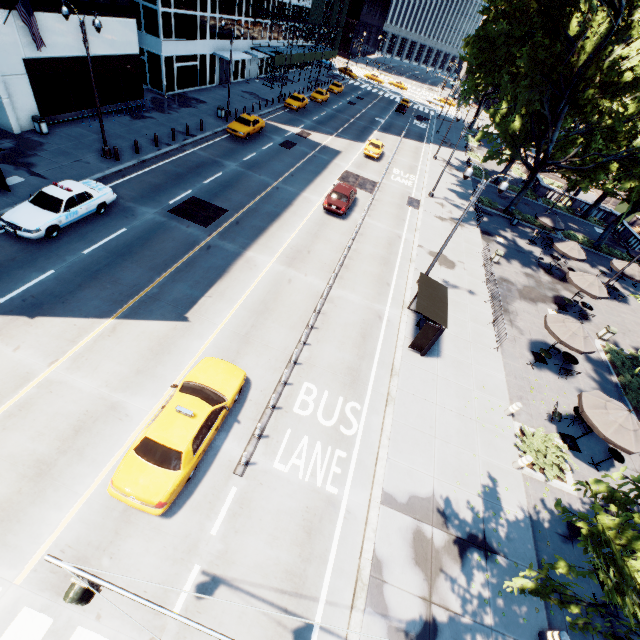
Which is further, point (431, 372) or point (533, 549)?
point (431, 372)

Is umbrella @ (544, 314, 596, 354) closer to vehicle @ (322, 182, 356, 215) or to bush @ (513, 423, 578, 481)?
bush @ (513, 423, 578, 481)

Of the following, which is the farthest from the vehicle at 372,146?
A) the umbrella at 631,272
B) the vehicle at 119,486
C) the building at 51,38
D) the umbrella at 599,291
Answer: the vehicle at 119,486

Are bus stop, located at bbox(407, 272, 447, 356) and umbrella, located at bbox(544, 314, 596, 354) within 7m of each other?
yes

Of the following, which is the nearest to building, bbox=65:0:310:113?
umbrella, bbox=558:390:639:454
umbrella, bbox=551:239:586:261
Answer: umbrella, bbox=551:239:586:261

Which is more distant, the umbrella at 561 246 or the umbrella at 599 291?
the umbrella at 561 246

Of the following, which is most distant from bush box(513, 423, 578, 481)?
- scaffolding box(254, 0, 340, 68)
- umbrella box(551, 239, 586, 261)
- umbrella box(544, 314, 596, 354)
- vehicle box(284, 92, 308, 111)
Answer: scaffolding box(254, 0, 340, 68)

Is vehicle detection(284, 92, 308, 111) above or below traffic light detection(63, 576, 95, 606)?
below
